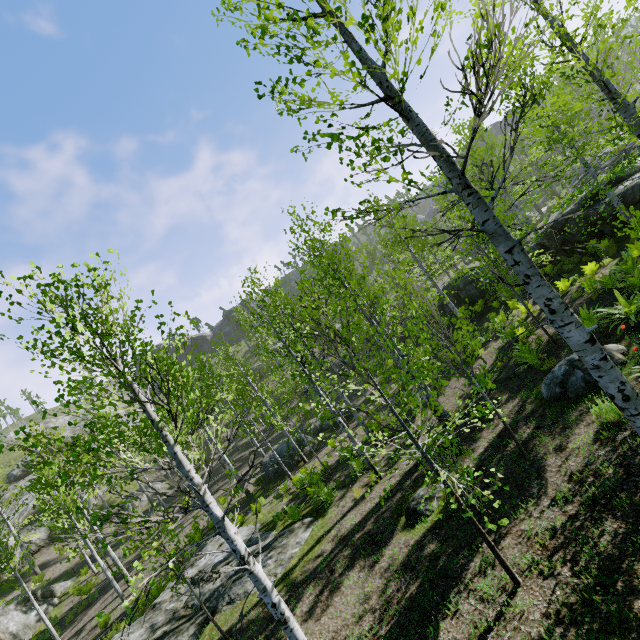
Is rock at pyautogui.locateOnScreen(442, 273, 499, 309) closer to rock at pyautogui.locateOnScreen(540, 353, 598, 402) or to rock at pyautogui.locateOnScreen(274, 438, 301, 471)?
rock at pyautogui.locateOnScreen(540, 353, 598, 402)

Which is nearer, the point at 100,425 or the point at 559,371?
the point at 559,371

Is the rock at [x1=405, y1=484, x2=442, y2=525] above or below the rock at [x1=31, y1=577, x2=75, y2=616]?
below

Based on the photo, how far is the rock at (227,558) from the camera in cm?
1120

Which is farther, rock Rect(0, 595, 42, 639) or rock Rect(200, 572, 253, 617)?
rock Rect(0, 595, 42, 639)

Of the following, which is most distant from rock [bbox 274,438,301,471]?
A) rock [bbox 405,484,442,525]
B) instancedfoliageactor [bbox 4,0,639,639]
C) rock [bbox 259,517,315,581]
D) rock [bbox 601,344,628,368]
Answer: rock [bbox 601,344,628,368]

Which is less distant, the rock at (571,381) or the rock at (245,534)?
Answer: the rock at (571,381)

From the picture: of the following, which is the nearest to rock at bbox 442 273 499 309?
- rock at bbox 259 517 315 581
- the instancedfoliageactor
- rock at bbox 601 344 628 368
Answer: the instancedfoliageactor
